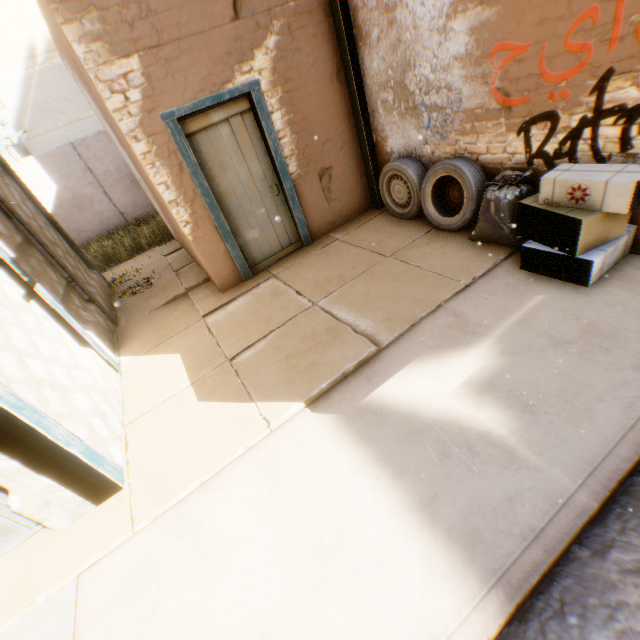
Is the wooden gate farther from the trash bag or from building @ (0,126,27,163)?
the trash bag

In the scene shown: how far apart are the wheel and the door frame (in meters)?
0.78

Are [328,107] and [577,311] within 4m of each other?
no

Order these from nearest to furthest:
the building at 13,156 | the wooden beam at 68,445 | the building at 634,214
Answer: the wooden beam at 68,445 → the building at 634,214 → the building at 13,156

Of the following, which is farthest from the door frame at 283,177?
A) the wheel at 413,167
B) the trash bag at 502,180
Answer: the trash bag at 502,180

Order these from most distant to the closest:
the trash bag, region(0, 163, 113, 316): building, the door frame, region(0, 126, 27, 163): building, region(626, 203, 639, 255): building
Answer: region(0, 126, 27, 163): building → region(0, 163, 113, 316): building → the door frame → the trash bag → region(626, 203, 639, 255): building

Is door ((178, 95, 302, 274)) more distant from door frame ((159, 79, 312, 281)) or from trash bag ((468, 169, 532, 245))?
trash bag ((468, 169, 532, 245))

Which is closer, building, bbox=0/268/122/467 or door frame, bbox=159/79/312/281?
building, bbox=0/268/122/467
